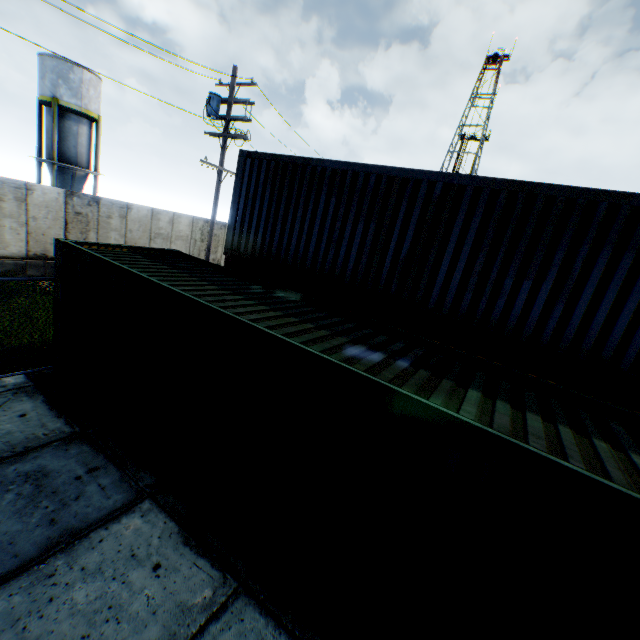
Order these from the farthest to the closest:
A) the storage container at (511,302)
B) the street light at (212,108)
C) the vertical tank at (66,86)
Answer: the vertical tank at (66,86), the street light at (212,108), the storage container at (511,302)

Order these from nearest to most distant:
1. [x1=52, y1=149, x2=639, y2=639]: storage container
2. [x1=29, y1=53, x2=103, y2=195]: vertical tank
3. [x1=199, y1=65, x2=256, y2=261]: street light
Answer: [x1=52, y1=149, x2=639, y2=639]: storage container
[x1=199, y1=65, x2=256, y2=261]: street light
[x1=29, y1=53, x2=103, y2=195]: vertical tank

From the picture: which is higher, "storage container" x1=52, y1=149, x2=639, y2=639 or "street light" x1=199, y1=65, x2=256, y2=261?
"street light" x1=199, y1=65, x2=256, y2=261

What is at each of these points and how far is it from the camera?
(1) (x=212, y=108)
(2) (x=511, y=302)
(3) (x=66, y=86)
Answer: (1) street light, 12.7 meters
(2) storage container, 6.1 meters
(3) vertical tank, 25.1 meters

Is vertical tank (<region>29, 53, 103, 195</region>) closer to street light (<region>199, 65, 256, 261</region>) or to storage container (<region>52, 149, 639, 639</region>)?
street light (<region>199, 65, 256, 261</region>)

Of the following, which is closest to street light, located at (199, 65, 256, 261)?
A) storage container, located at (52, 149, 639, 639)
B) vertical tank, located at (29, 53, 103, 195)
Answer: storage container, located at (52, 149, 639, 639)

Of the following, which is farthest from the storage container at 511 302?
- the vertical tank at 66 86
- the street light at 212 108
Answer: → the vertical tank at 66 86
